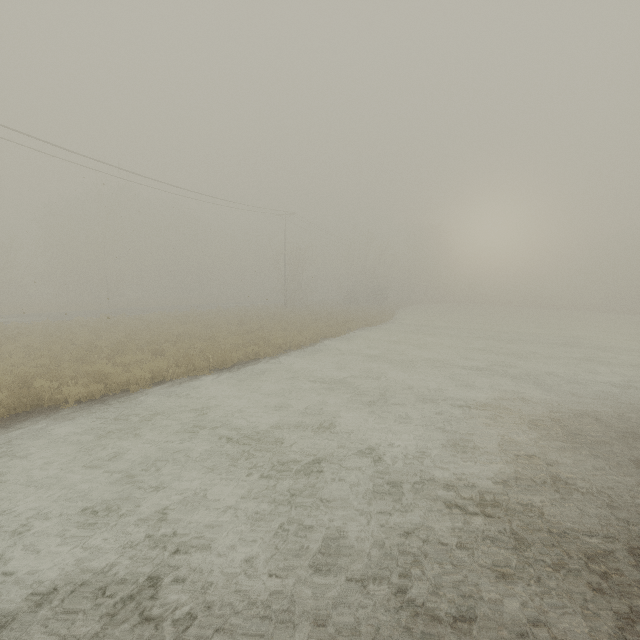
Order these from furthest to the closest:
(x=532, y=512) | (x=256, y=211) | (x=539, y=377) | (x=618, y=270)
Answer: (x=618, y=270) → (x=256, y=211) → (x=539, y=377) → (x=532, y=512)
